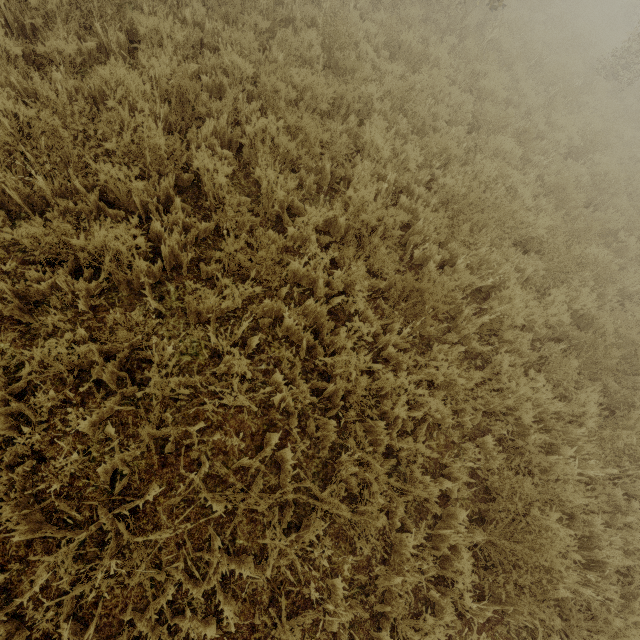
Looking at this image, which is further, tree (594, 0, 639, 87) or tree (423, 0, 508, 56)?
tree (594, 0, 639, 87)

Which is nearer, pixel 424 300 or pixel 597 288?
pixel 424 300

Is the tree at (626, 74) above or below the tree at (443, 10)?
above

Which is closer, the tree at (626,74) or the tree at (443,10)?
the tree at (443,10)

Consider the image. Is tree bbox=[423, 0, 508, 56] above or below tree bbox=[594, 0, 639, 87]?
below
